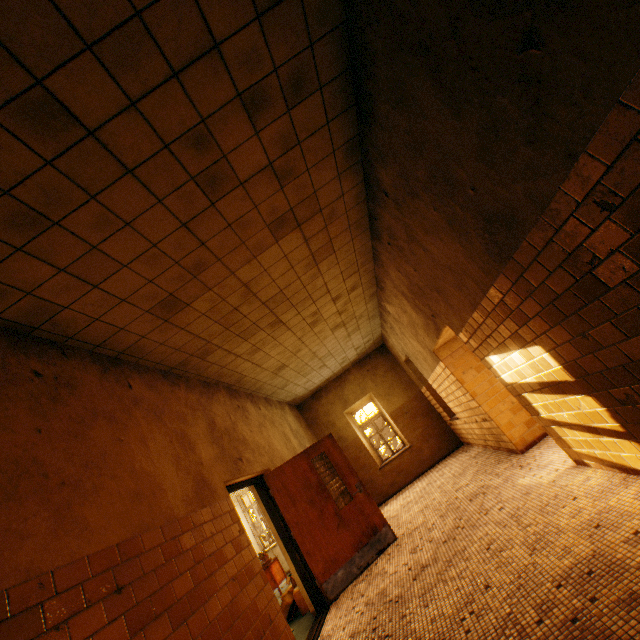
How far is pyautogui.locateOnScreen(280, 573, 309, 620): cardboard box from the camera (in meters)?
5.41

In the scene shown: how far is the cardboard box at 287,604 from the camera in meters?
5.4

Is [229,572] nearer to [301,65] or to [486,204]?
[486,204]
